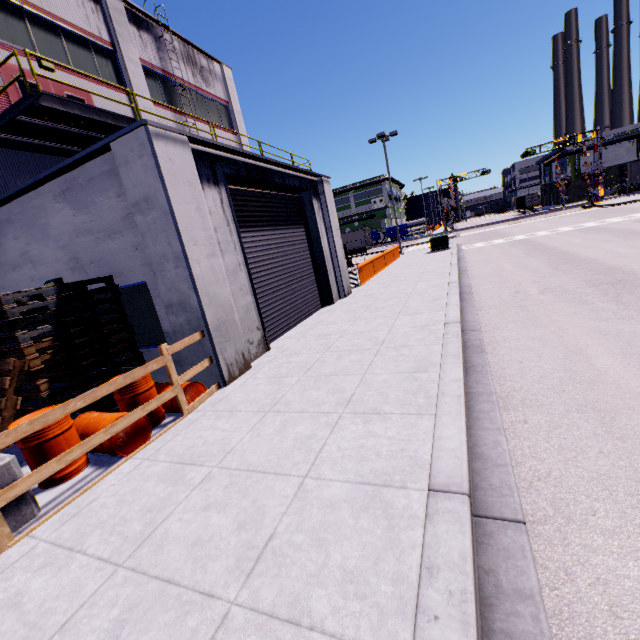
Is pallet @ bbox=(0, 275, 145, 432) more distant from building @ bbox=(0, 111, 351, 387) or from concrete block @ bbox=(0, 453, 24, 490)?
concrete block @ bbox=(0, 453, 24, 490)

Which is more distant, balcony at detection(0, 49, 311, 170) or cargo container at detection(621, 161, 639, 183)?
cargo container at detection(621, 161, 639, 183)

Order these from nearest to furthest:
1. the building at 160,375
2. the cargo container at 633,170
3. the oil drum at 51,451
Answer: the oil drum at 51,451 → the building at 160,375 → the cargo container at 633,170

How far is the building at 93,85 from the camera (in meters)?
11.45

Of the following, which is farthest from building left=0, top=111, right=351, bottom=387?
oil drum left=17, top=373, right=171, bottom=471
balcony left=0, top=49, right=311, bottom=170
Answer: oil drum left=17, top=373, right=171, bottom=471

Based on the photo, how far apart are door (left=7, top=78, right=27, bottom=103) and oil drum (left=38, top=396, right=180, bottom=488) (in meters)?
11.07

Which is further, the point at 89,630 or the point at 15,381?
the point at 15,381

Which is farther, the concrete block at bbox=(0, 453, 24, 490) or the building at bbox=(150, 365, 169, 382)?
the building at bbox=(150, 365, 169, 382)
